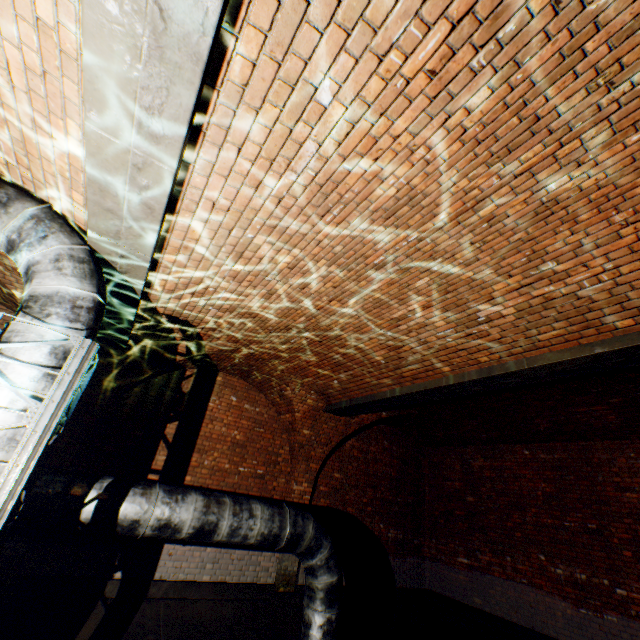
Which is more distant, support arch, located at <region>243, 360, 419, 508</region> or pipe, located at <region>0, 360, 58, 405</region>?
support arch, located at <region>243, 360, 419, 508</region>

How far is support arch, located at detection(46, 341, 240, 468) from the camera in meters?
5.8 m

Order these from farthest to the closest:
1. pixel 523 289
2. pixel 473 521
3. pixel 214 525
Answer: pixel 473 521 → pixel 214 525 → pixel 523 289

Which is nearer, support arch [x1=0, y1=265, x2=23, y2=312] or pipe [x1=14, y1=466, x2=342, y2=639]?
pipe [x1=14, y1=466, x2=342, y2=639]

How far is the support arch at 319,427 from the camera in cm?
727

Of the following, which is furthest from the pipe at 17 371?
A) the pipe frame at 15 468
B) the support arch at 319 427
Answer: the support arch at 319 427

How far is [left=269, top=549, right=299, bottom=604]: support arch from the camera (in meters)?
6.68

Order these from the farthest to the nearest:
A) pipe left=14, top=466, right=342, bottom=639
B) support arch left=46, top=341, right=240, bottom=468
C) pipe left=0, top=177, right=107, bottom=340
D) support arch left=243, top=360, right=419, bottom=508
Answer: support arch left=243, top=360, right=419, bottom=508 < support arch left=46, top=341, right=240, bottom=468 < pipe left=14, top=466, right=342, bottom=639 < pipe left=0, top=177, right=107, bottom=340
